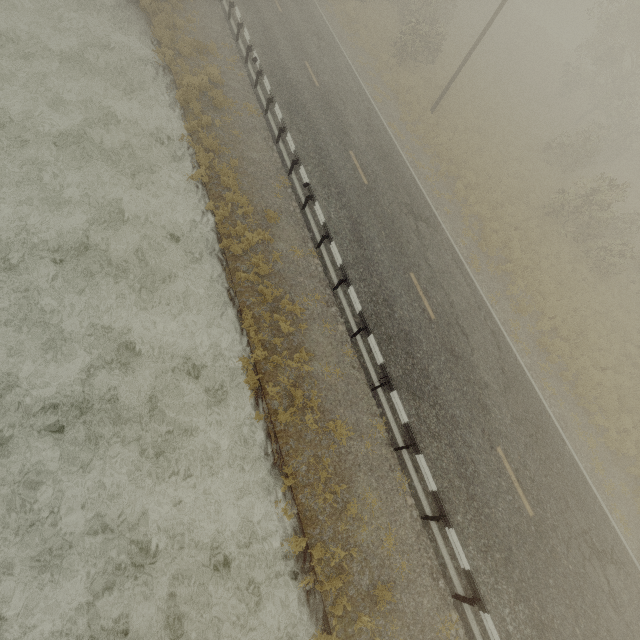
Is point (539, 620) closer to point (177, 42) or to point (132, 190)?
point (132, 190)
